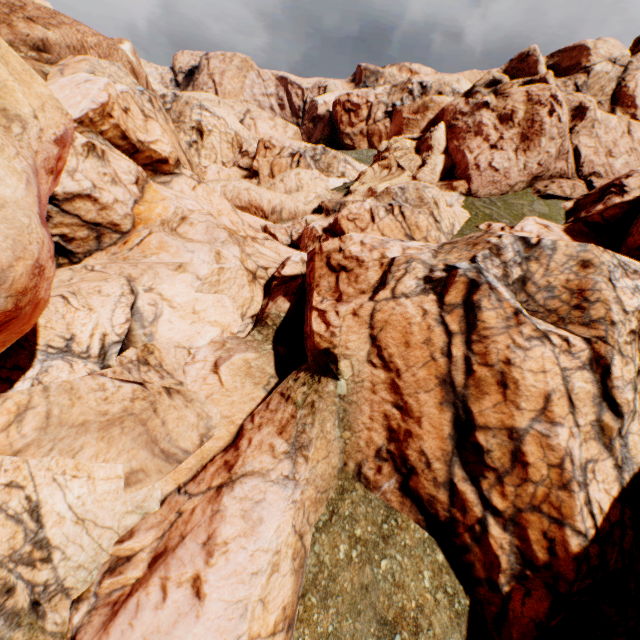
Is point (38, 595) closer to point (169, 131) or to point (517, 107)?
point (169, 131)
